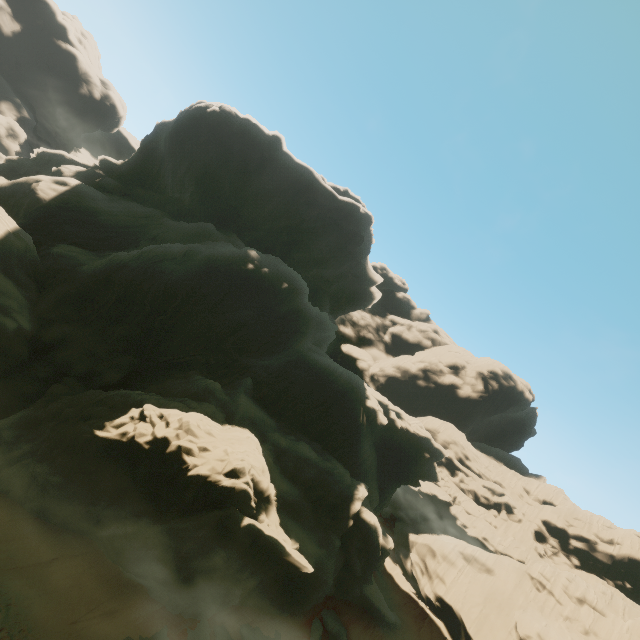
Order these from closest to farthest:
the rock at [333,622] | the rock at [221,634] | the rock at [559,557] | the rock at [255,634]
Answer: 1. the rock at [559,557]
2. the rock at [221,634]
3. the rock at [255,634]
4. the rock at [333,622]

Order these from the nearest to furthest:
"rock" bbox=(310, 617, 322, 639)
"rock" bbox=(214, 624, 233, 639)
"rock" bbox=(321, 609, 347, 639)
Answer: "rock" bbox=(214, 624, 233, 639) → "rock" bbox=(310, 617, 322, 639) → "rock" bbox=(321, 609, 347, 639)

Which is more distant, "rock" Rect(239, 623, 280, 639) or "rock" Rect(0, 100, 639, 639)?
"rock" Rect(239, 623, 280, 639)

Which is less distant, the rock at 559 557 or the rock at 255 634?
the rock at 559 557

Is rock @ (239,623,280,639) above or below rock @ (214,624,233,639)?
above

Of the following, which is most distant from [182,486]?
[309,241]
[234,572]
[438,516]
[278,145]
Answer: [438,516]
